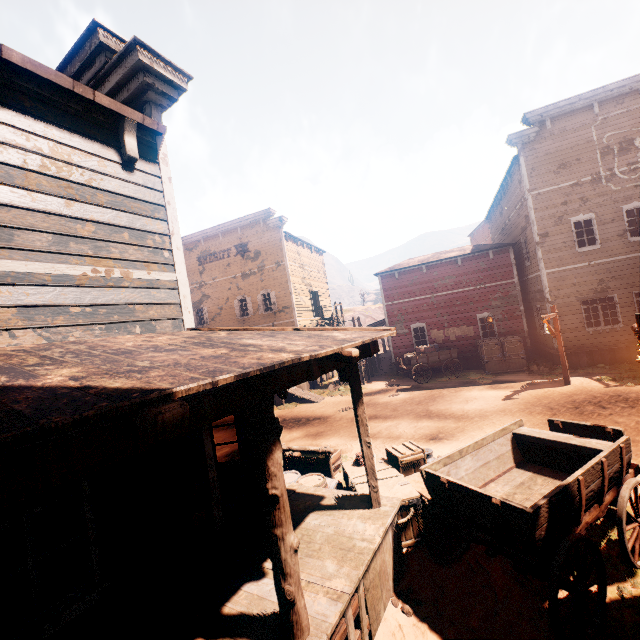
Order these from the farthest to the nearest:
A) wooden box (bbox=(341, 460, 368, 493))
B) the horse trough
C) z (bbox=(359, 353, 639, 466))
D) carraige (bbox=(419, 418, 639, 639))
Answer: z (bbox=(359, 353, 639, 466))
the horse trough
wooden box (bbox=(341, 460, 368, 493))
carraige (bbox=(419, 418, 639, 639))

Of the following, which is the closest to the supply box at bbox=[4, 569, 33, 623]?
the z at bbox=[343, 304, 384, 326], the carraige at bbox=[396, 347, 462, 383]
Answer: the z at bbox=[343, 304, 384, 326]

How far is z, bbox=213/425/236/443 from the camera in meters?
13.6

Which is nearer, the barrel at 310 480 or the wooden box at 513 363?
the barrel at 310 480

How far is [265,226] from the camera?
22.6 meters

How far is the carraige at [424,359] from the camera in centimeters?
1836cm

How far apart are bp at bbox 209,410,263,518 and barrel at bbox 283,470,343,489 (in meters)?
1.10

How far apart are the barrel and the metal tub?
1.2m
